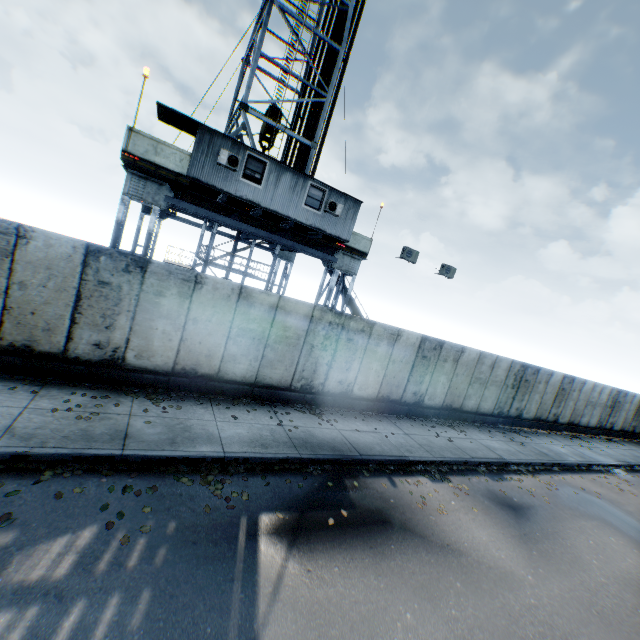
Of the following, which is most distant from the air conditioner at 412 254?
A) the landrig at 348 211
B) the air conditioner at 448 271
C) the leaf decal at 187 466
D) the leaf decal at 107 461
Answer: the leaf decal at 107 461

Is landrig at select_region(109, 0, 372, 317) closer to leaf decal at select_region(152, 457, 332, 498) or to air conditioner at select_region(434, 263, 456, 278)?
air conditioner at select_region(434, 263, 456, 278)

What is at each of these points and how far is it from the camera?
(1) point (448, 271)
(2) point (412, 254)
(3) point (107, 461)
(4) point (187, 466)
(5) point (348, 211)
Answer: (1) air conditioner, 16.6 meters
(2) air conditioner, 15.4 meters
(3) leaf decal, 5.9 meters
(4) leaf decal, 6.5 meters
(5) landrig, 13.9 meters

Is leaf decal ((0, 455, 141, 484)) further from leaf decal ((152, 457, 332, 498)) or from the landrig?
the landrig

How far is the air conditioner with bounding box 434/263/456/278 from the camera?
16.5m

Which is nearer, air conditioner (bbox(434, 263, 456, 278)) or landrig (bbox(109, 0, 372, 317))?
landrig (bbox(109, 0, 372, 317))

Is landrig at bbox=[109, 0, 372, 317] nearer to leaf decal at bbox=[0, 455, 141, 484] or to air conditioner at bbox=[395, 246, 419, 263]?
air conditioner at bbox=[395, 246, 419, 263]

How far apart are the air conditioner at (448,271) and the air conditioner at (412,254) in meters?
1.8
